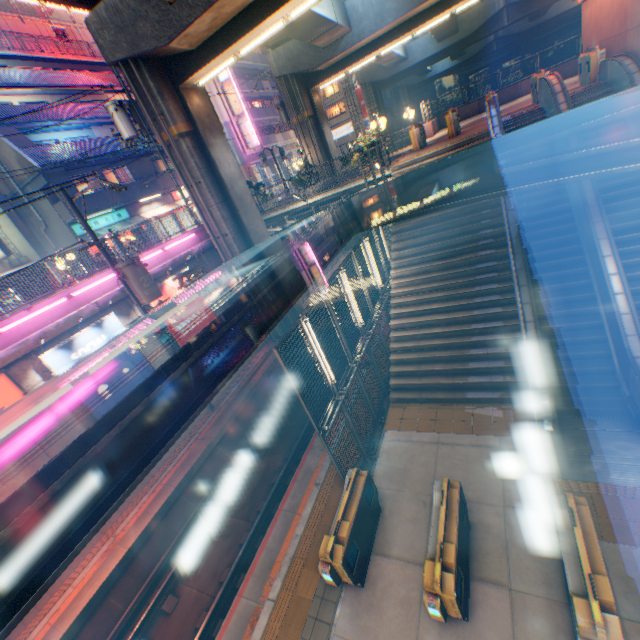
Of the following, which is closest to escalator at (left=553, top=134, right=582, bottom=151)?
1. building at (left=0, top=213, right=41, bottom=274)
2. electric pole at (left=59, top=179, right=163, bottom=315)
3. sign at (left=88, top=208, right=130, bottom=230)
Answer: electric pole at (left=59, top=179, right=163, bottom=315)

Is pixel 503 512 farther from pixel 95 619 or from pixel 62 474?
pixel 95 619

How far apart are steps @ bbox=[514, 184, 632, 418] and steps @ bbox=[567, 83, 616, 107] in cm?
40

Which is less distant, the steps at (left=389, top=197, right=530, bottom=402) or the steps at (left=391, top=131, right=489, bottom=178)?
the steps at (left=389, top=197, right=530, bottom=402)

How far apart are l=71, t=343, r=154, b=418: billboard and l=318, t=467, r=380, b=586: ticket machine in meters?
9.0 m

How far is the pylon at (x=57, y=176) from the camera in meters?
20.0 m

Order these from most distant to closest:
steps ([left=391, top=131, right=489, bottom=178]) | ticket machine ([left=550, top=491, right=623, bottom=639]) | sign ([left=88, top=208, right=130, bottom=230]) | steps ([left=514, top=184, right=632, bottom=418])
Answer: sign ([left=88, top=208, right=130, bottom=230]) → steps ([left=391, top=131, right=489, bottom=178]) → steps ([left=514, top=184, right=632, bottom=418]) → ticket machine ([left=550, top=491, right=623, bottom=639])

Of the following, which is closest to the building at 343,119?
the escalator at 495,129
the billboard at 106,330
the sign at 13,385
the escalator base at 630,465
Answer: the escalator at 495,129
